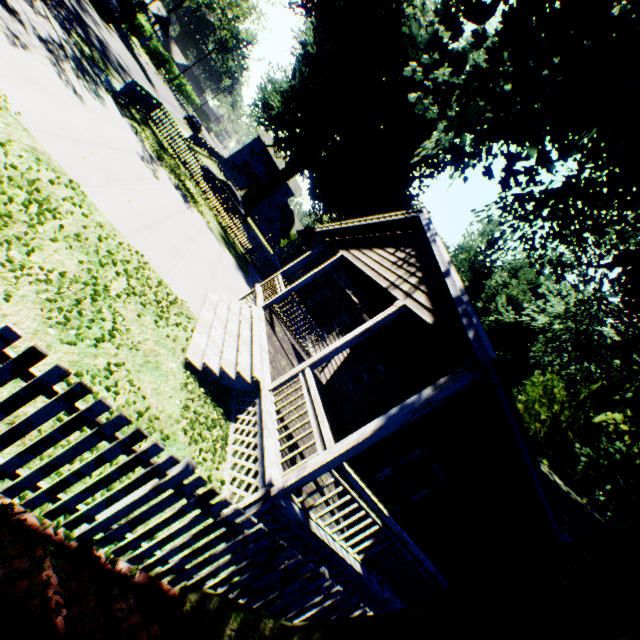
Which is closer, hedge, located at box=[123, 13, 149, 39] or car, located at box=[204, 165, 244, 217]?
car, located at box=[204, 165, 244, 217]

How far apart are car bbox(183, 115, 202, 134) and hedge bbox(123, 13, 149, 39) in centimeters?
1109cm

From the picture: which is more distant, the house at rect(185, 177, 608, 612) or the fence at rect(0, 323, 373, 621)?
the house at rect(185, 177, 608, 612)

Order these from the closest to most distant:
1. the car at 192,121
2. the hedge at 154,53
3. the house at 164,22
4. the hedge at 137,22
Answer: the hedge at 137,22
the car at 192,121
the hedge at 154,53
the house at 164,22

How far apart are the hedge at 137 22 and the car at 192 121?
11.1m

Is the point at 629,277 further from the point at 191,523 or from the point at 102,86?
the point at 102,86

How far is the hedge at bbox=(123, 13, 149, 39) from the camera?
39.2 meters

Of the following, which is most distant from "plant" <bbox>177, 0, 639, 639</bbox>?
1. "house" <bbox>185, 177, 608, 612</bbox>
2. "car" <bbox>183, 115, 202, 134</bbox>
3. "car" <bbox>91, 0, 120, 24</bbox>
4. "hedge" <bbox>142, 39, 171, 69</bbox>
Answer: "hedge" <bbox>142, 39, 171, 69</bbox>
